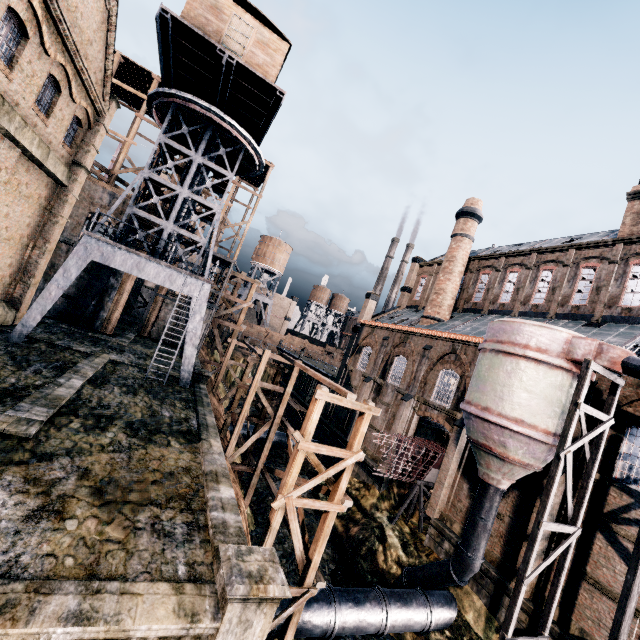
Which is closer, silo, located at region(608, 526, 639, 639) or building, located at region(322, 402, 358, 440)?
silo, located at region(608, 526, 639, 639)

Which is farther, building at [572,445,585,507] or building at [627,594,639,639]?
building at [572,445,585,507]

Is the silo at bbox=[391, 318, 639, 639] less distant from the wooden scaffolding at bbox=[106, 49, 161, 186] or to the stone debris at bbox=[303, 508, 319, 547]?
the stone debris at bbox=[303, 508, 319, 547]

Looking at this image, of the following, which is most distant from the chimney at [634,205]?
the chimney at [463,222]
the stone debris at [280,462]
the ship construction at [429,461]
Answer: the stone debris at [280,462]

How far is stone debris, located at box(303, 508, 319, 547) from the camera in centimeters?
2269cm

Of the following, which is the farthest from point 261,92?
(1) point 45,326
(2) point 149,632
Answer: (2) point 149,632

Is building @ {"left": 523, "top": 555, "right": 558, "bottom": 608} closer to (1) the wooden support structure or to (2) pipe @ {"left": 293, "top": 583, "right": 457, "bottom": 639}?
(1) the wooden support structure

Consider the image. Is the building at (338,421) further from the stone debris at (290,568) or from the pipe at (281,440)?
the stone debris at (290,568)
